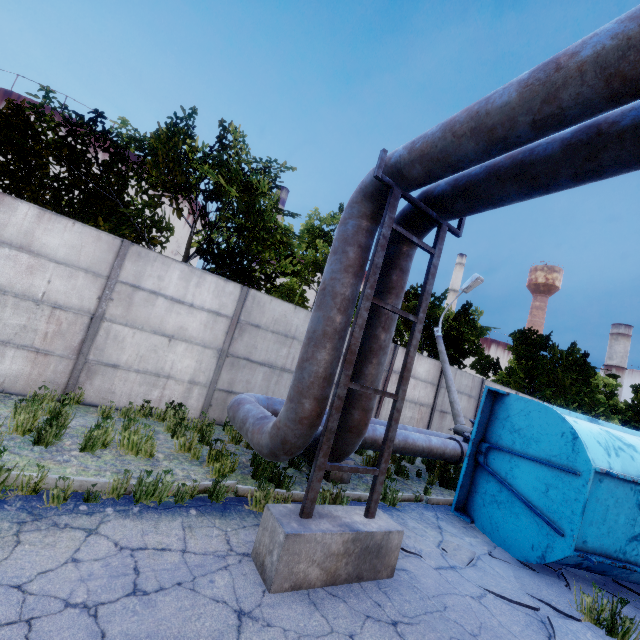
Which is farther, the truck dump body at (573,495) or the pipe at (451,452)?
the pipe at (451,452)

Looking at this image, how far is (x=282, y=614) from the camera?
2.99m

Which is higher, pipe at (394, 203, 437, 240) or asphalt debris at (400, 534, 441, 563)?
pipe at (394, 203, 437, 240)

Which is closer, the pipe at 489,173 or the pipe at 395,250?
the pipe at 489,173

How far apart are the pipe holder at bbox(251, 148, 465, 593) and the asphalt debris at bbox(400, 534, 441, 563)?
0.62m

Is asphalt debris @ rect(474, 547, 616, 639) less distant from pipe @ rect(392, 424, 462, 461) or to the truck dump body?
the truck dump body

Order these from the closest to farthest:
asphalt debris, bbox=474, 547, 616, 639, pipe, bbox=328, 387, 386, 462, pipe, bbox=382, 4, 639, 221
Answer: pipe, bbox=382, 4, 639, 221 < asphalt debris, bbox=474, 547, 616, 639 < pipe, bbox=328, 387, 386, 462

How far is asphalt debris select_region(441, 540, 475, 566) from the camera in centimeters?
498cm
